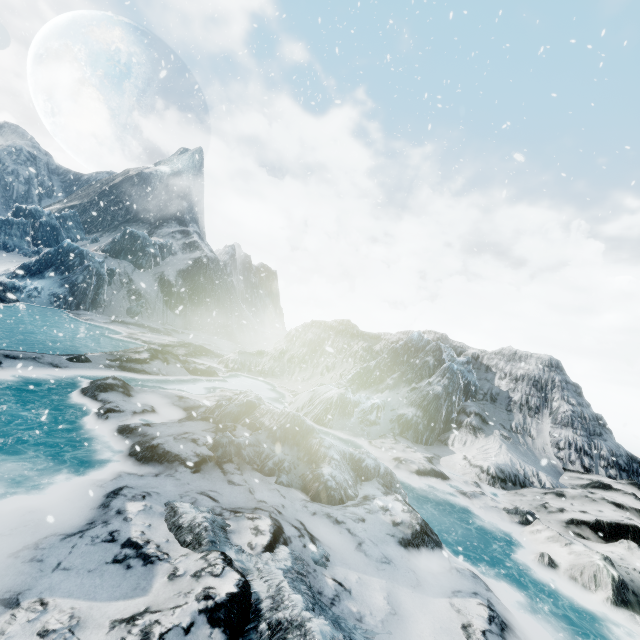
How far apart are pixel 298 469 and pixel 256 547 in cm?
287
